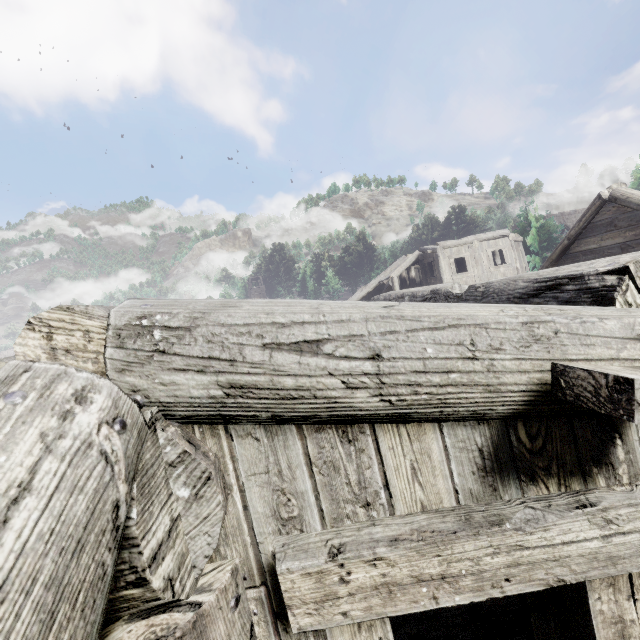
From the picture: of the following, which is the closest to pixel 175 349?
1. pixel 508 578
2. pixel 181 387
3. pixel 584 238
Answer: pixel 181 387
